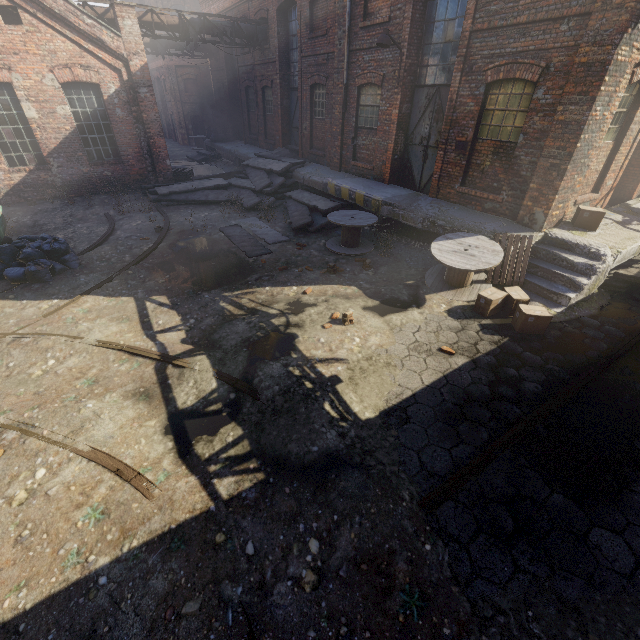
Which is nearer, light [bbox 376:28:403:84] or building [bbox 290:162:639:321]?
building [bbox 290:162:639:321]

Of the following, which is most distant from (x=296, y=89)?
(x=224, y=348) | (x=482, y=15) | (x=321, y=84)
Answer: (x=224, y=348)

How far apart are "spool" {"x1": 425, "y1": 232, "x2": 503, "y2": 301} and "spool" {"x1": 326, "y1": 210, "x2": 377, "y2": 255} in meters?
2.2

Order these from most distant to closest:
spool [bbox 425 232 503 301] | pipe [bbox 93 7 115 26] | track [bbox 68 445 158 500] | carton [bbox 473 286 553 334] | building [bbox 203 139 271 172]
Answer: building [bbox 203 139 271 172] < pipe [bbox 93 7 115 26] < spool [bbox 425 232 503 301] < carton [bbox 473 286 553 334] < track [bbox 68 445 158 500]

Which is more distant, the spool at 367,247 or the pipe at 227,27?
the pipe at 227,27

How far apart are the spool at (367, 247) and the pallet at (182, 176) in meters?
9.6 m

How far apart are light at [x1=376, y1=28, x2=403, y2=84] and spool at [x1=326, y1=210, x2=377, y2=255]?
4.4 meters

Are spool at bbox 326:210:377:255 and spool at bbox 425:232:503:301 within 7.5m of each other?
yes
